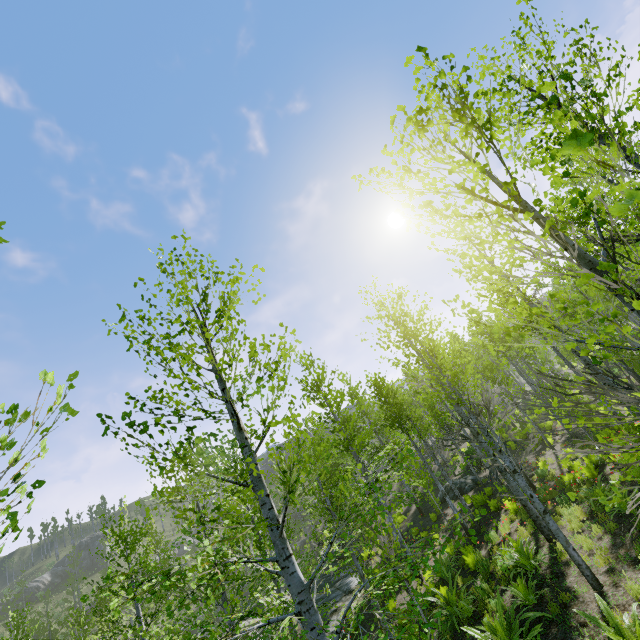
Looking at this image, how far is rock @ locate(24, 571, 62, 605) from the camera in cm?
5509

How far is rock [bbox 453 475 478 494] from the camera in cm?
2181

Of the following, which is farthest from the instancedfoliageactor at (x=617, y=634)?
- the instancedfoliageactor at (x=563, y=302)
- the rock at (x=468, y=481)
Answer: the rock at (x=468, y=481)

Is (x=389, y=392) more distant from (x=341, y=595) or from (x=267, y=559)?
(x=267, y=559)

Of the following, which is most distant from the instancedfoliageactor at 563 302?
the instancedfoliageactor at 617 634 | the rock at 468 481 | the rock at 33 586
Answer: the rock at 33 586

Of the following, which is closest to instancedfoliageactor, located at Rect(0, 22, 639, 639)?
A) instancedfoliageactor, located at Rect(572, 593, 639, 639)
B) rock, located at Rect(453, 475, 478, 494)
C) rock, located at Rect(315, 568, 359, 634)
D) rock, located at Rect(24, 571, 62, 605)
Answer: rock, located at Rect(315, 568, 359, 634)

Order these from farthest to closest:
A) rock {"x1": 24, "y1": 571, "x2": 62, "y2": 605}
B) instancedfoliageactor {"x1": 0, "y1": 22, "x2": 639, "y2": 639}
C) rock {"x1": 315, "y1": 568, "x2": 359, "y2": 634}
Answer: rock {"x1": 24, "y1": 571, "x2": 62, "y2": 605}, rock {"x1": 315, "y1": 568, "x2": 359, "y2": 634}, instancedfoliageactor {"x1": 0, "y1": 22, "x2": 639, "y2": 639}
